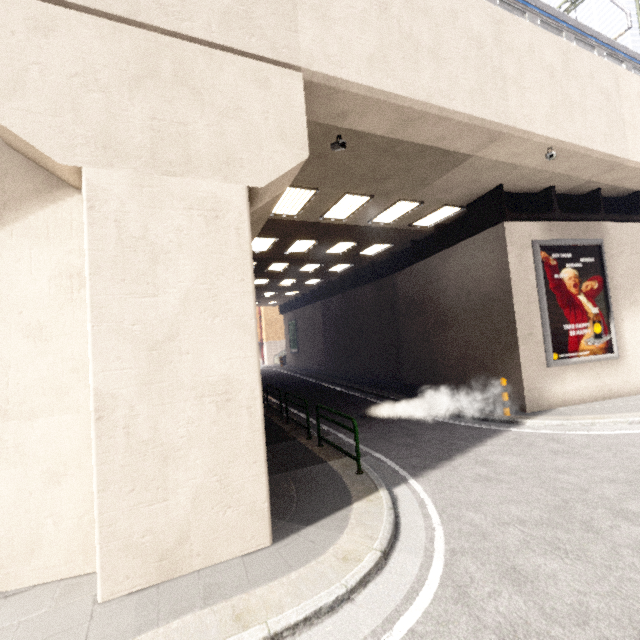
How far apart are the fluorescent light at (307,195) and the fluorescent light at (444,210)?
4.7 meters

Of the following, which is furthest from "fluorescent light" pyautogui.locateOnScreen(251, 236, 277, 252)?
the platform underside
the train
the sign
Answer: the sign

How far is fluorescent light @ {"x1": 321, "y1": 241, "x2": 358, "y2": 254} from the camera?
14.5 meters

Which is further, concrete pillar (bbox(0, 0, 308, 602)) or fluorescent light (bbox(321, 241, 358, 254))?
fluorescent light (bbox(321, 241, 358, 254))

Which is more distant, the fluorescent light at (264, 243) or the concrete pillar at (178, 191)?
the fluorescent light at (264, 243)

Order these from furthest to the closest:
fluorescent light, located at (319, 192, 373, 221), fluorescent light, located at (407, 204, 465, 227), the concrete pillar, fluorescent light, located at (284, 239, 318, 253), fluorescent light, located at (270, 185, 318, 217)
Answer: fluorescent light, located at (284, 239, 318, 253) < fluorescent light, located at (407, 204, 465, 227) < fluorescent light, located at (319, 192, 373, 221) < fluorescent light, located at (270, 185, 318, 217) < the concrete pillar

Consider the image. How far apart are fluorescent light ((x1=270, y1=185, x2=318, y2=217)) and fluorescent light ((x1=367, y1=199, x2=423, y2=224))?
2.8m

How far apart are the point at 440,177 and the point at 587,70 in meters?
4.7
